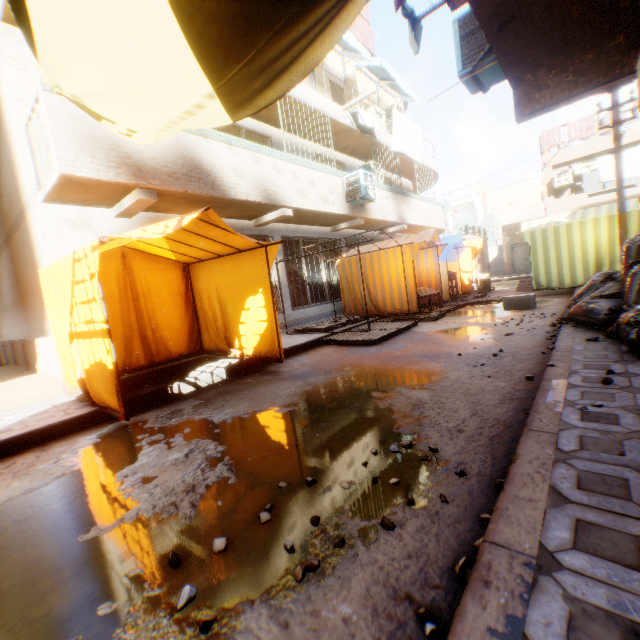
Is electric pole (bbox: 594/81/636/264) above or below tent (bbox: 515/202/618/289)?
above

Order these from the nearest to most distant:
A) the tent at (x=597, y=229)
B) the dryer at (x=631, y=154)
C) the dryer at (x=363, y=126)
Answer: the tent at (x=597, y=229) < the dryer at (x=363, y=126) < the dryer at (x=631, y=154)

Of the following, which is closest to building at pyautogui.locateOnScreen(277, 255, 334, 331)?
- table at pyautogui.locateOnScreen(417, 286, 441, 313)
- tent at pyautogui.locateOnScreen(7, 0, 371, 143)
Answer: tent at pyautogui.locateOnScreen(7, 0, 371, 143)

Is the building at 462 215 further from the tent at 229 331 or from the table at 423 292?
the table at 423 292

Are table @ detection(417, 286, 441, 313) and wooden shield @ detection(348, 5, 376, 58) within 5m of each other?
no

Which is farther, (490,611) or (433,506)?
(433,506)

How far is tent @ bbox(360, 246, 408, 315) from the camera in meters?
10.0

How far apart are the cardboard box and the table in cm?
126
